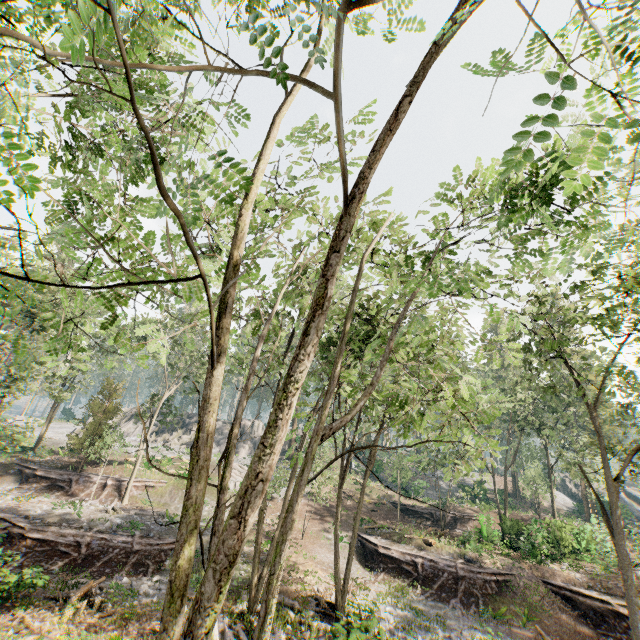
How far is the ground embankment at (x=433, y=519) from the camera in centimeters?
3441cm

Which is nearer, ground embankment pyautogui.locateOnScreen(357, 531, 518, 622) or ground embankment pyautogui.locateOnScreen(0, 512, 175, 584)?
ground embankment pyautogui.locateOnScreen(0, 512, 175, 584)

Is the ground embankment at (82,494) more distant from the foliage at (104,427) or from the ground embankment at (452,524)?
the ground embankment at (452,524)

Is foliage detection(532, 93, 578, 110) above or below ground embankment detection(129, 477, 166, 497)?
above

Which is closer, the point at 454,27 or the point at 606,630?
the point at 454,27

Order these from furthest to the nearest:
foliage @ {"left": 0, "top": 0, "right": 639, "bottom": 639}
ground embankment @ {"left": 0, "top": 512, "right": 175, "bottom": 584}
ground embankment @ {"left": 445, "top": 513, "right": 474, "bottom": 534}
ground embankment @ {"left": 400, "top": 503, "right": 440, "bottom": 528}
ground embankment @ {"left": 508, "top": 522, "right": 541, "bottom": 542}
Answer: ground embankment @ {"left": 400, "top": 503, "right": 440, "bottom": 528} < ground embankment @ {"left": 445, "top": 513, "right": 474, "bottom": 534} < ground embankment @ {"left": 508, "top": 522, "right": 541, "bottom": 542} < ground embankment @ {"left": 0, "top": 512, "right": 175, "bottom": 584} < foliage @ {"left": 0, "top": 0, "right": 639, "bottom": 639}

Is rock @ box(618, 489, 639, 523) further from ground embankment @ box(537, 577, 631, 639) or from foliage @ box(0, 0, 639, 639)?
ground embankment @ box(537, 577, 631, 639)

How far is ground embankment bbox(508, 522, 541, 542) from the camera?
24.7 meters
